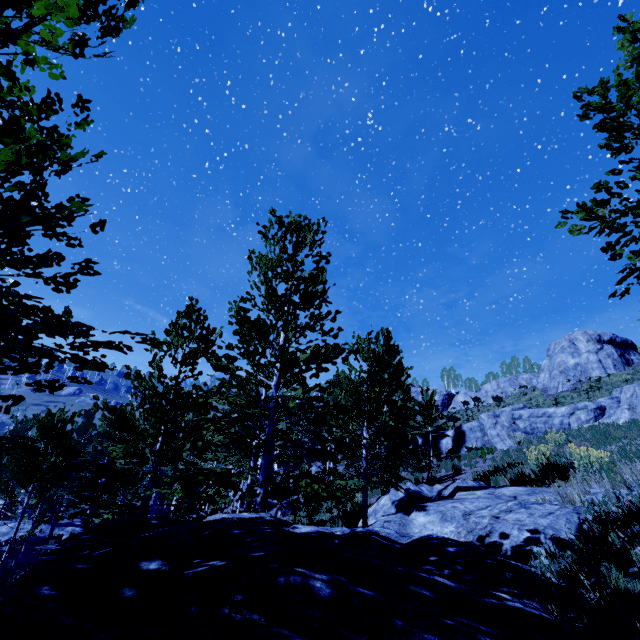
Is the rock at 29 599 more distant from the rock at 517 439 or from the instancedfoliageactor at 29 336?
the rock at 517 439

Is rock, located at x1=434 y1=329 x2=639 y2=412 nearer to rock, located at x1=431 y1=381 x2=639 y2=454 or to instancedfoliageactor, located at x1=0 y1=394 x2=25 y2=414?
instancedfoliageactor, located at x1=0 y1=394 x2=25 y2=414

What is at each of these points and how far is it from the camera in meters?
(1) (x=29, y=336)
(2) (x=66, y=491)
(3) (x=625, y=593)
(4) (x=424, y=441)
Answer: (1) instancedfoliageactor, 3.2
(2) instancedfoliageactor, 26.8
(3) instancedfoliageactor, 2.6
(4) rock, 27.5

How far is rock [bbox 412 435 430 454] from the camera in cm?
2684

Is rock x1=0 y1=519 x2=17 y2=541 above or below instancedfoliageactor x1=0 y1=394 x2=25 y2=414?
below

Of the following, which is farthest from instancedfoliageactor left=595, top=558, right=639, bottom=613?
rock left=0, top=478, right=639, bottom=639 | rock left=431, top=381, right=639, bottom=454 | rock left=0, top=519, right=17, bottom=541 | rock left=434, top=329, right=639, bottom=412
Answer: rock left=434, top=329, right=639, bottom=412

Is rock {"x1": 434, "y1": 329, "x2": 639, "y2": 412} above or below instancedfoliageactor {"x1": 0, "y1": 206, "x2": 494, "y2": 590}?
above

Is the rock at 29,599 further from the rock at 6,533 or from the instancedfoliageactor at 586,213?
the rock at 6,533
